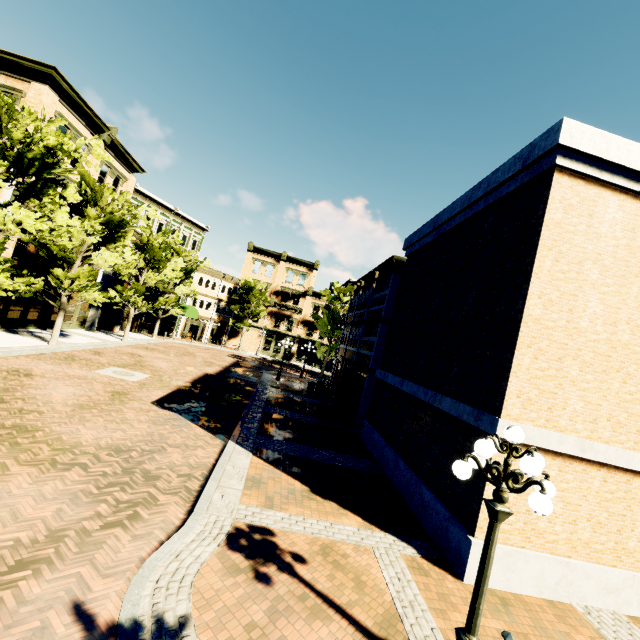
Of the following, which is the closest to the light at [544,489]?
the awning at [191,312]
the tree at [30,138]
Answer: the tree at [30,138]

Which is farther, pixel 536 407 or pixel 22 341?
pixel 22 341

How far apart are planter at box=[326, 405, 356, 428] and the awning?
24.0m

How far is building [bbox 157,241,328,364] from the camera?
41.5 meters

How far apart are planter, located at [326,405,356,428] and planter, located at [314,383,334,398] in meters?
6.9 m

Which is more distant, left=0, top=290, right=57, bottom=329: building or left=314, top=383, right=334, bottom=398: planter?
left=314, top=383, right=334, bottom=398: planter

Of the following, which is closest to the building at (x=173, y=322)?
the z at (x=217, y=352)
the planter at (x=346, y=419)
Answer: the z at (x=217, y=352)

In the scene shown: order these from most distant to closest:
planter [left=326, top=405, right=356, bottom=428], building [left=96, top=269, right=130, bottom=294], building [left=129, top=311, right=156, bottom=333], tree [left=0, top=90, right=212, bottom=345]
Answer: building [left=129, top=311, right=156, bottom=333]
building [left=96, top=269, right=130, bottom=294]
planter [left=326, top=405, right=356, bottom=428]
tree [left=0, top=90, right=212, bottom=345]
